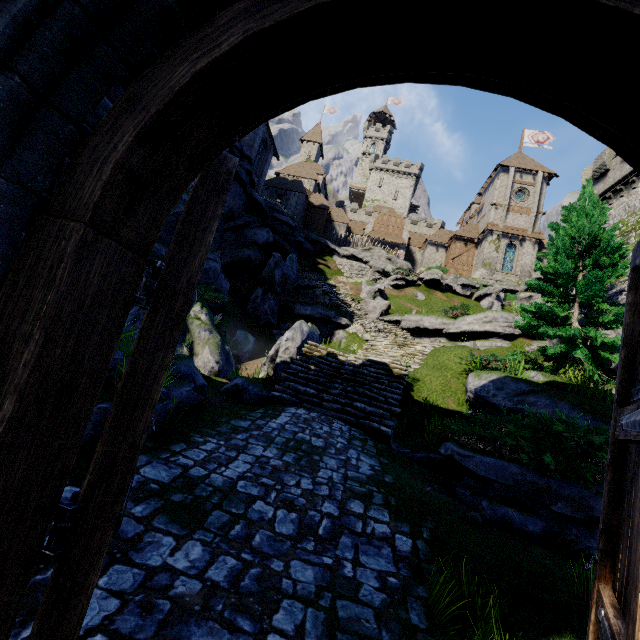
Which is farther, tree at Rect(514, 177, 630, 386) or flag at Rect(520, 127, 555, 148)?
flag at Rect(520, 127, 555, 148)

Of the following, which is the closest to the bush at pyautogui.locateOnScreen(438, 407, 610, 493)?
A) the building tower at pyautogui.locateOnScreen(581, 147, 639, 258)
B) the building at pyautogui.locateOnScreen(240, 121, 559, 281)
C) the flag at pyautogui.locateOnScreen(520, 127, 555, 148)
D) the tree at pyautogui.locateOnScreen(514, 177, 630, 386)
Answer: the tree at pyautogui.locateOnScreen(514, 177, 630, 386)

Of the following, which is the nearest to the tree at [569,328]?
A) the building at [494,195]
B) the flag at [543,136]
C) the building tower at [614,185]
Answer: the building tower at [614,185]

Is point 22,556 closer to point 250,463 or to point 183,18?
point 183,18

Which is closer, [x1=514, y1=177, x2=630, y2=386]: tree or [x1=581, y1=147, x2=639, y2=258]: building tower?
[x1=514, y1=177, x2=630, y2=386]: tree

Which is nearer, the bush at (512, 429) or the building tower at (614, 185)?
the bush at (512, 429)

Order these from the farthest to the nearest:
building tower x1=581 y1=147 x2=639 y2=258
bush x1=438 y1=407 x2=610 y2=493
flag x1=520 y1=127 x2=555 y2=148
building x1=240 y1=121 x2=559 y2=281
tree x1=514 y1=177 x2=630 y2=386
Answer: flag x1=520 y1=127 x2=555 y2=148
building x1=240 y1=121 x2=559 y2=281
building tower x1=581 y1=147 x2=639 y2=258
tree x1=514 y1=177 x2=630 y2=386
bush x1=438 y1=407 x2=610 y2=493

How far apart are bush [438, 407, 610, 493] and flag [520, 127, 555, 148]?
51.5m
